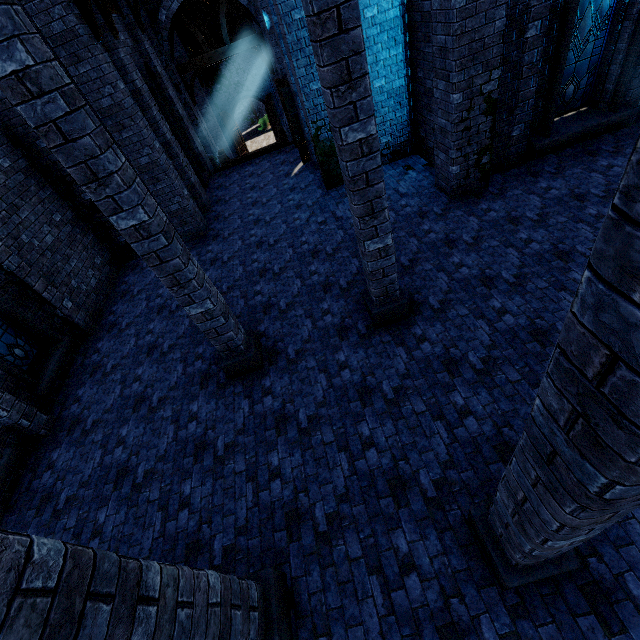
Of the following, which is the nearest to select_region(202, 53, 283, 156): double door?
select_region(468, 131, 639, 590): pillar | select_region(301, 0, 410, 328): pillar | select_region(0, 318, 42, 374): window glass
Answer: select_region(0, 318, 42, 374): window glass

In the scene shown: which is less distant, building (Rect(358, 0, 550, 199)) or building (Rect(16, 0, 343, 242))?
building (Rect(358, 0, 550, 199))

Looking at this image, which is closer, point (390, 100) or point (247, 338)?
point (247, 338)

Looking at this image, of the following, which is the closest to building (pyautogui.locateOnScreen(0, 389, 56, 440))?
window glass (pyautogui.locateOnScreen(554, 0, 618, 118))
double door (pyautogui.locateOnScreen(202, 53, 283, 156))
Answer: double door (pyautogui.locateOnScreen(202, 53, 283, 156))

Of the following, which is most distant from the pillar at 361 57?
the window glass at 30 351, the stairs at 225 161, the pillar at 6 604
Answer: the stairs at 225 161

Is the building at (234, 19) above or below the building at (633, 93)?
above

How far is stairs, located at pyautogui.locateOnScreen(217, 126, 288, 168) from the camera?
14.9 meters
